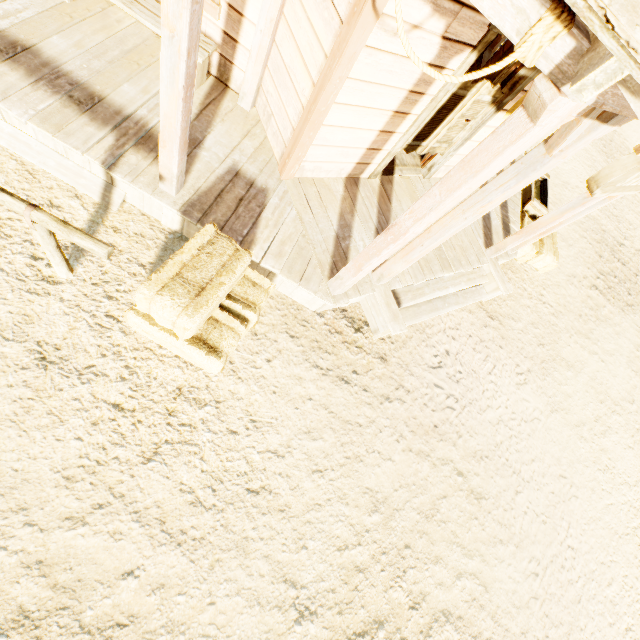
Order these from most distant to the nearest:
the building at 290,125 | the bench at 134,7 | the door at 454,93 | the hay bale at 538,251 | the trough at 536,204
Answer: the trough at 536,204 → the hay bale at 538,251 → the door at 454,93 → the bench at 134,7 → the building at 290,125

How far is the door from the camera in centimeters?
388cm

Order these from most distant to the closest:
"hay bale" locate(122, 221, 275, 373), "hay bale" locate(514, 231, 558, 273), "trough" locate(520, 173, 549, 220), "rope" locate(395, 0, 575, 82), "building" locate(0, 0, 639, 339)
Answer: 1. "trough" locate(520, 173, 549, 220)
2. "hay bale" locate(514, 231, 558, 273)
3. "hay bale" locate(122, 221, 275, 373)
4. "building" locate(0, 0, 639, 339)
5. "rope" locate(395, 0, 575, 82)

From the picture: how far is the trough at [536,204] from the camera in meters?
7.1

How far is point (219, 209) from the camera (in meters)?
3.56

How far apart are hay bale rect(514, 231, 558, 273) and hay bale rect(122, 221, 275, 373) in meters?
5.4 m

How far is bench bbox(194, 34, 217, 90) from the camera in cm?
358

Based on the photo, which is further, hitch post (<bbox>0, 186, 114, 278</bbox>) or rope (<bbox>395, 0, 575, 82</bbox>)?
hitch post (<bbox>0, 186, 114, 278</bbox>)
